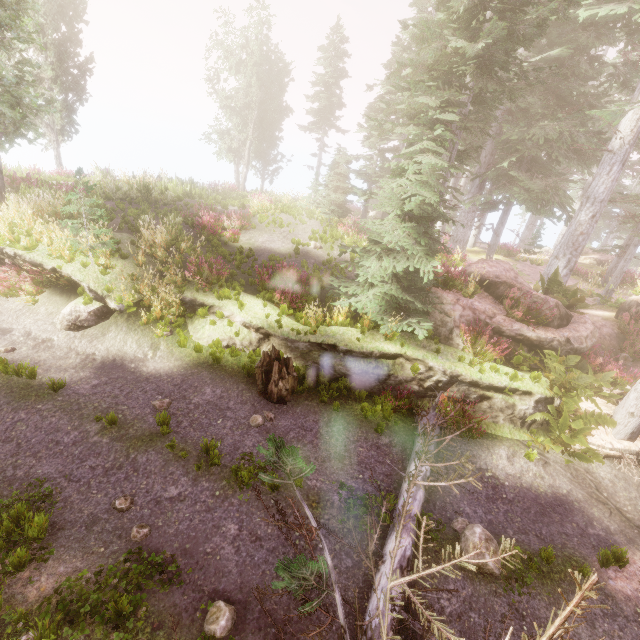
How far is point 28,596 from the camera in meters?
4.6

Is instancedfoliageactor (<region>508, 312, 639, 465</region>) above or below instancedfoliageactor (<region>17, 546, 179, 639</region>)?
above

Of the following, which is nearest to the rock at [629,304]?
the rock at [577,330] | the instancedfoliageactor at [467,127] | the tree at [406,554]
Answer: the instancedfoliageactor at [467,127]

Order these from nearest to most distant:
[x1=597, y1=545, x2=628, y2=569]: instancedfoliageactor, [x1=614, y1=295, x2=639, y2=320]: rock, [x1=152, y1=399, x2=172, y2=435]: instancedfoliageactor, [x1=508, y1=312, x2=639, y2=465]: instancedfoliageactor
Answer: [x1=597, y1=545, x2=628, y2=569]: instancedfoliageactor
[x1=152, y1=399, x2=172, y2=435]: instancedfoliageactor
[x1=508, y1=312, x2=639, y2=465]: instancedfoliageactor
[x1=614, y1=295, x2=639, y2=320]: rock

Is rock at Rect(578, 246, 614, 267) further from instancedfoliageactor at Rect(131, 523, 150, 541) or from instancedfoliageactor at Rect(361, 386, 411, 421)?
Result: instancedfoliageactor at Rect(131, 523, 150, 541)

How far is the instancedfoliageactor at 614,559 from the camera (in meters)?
6.12

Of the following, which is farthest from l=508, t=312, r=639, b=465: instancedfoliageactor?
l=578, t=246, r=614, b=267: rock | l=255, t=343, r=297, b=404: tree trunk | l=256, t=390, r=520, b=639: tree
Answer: l=255, t=343, r=297, b=404: tree trunk

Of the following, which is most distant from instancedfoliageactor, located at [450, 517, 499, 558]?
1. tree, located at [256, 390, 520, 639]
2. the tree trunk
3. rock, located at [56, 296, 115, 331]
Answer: rock, located at [56, 296, 115, 331]
